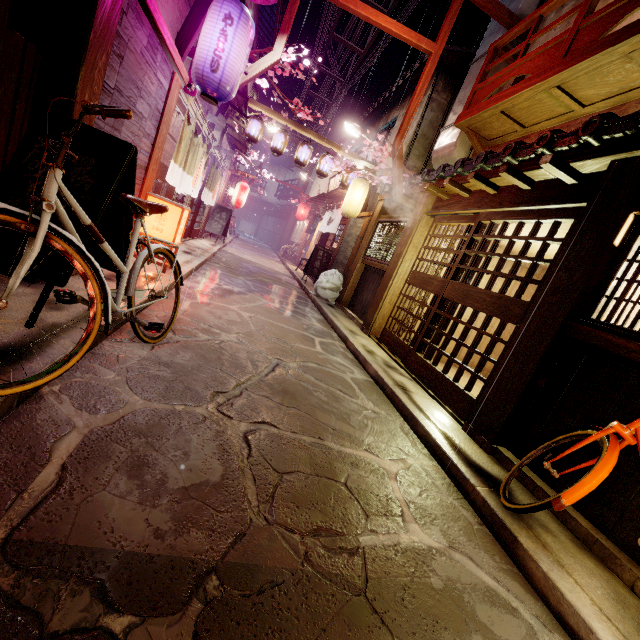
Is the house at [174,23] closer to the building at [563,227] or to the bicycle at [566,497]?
the bicycle at [566,497]

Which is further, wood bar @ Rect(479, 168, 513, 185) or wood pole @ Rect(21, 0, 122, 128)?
wood bar @ Rect(479, 168, 513, 185)

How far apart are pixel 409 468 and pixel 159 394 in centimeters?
402cm

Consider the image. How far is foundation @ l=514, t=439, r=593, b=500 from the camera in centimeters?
515cm

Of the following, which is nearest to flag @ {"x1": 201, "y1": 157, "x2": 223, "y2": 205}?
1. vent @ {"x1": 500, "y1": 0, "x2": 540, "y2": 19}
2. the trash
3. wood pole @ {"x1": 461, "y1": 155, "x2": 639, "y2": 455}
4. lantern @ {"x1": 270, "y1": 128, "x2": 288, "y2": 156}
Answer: lantern @ {"x1": 270, "y1": 128, "x2": 288, "y2": 156}

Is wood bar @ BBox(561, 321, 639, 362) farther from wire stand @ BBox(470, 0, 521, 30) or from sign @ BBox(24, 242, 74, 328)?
A: wire stand @ BBox(470, 0, 521, 30)

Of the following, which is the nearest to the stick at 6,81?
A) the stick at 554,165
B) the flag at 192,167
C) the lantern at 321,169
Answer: the flag at 192,167

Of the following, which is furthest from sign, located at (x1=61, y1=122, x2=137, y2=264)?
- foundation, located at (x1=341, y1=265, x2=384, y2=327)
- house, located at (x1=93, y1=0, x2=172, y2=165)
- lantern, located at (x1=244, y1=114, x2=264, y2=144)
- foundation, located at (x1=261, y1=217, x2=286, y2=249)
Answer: foundation, located at (x1=261, y1=217, x2=286, y2=249)
